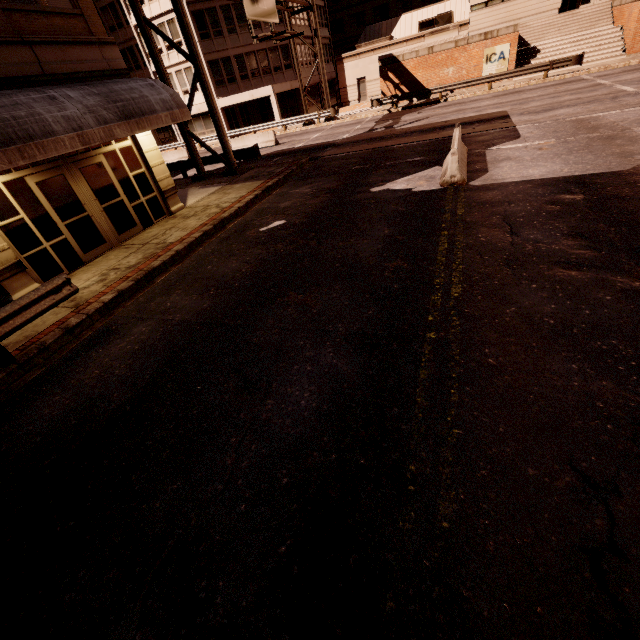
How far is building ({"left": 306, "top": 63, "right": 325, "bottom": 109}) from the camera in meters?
39.8

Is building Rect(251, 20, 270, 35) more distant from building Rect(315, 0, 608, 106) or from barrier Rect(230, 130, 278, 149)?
barrier Rect(230, 130, 278, 149)

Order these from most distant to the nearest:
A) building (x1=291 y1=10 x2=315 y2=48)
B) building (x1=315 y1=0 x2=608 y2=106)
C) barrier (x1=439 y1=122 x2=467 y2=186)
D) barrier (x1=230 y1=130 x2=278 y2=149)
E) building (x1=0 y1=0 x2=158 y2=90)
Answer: Result:
1. building (x1=291 y1=10 x2=315 y2=48)
2. building (x1=315 y1=0 x2=608 y2=106)
3. barrier (x1=230 y1=130 x2=278 y2=149)
4. barrier (x1=439 y1=122 x2=467 y2=186)
5. building (x1=0 y1=0 x2=158 y2=90)

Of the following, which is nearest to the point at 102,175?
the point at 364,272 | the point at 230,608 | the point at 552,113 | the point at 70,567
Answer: the point at 364,272

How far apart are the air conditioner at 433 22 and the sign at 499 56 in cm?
1267

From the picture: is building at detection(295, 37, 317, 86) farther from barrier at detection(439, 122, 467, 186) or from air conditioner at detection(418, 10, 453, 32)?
barrier at detection(439, 122, 467, 186)

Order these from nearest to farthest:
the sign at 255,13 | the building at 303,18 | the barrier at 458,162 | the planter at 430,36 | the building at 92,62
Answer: the building at 92,62
the barrier at 458,162
the sign at 255,13
the planter at 430,36
the building at 303,18

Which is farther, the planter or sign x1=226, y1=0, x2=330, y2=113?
the planter
